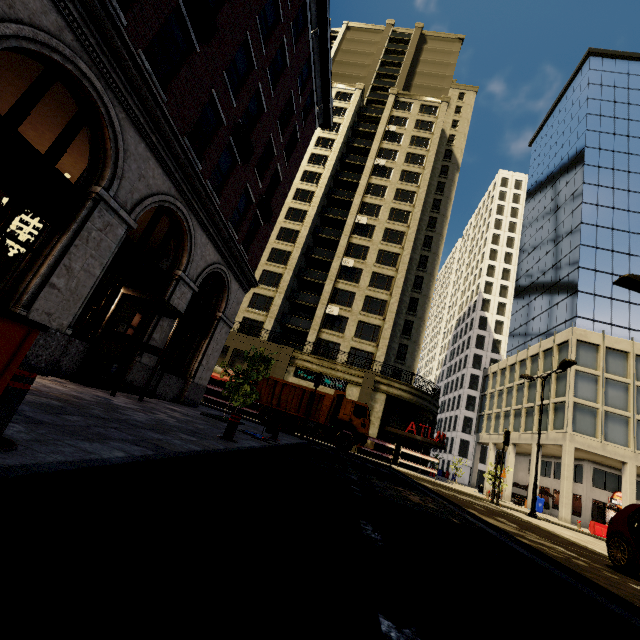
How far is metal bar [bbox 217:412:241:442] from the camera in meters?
6.7

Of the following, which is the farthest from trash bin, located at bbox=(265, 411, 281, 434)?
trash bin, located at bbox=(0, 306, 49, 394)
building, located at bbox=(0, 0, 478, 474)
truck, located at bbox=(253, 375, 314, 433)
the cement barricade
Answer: the cement barricade

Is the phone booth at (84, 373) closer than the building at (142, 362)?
Yes

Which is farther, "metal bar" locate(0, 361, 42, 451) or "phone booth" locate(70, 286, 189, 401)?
"phone booth" locate(70, 286, 189, 401)

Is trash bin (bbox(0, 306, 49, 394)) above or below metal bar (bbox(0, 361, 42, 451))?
above

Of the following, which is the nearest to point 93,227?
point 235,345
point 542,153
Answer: point 235,345

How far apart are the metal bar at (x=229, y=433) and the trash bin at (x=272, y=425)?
3.8 meters

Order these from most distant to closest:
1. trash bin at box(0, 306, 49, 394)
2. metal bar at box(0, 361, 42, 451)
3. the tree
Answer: the tree → metal bar at box(0, 361, 42, 451) → trash bin at box(0, 306, 49, 394)
